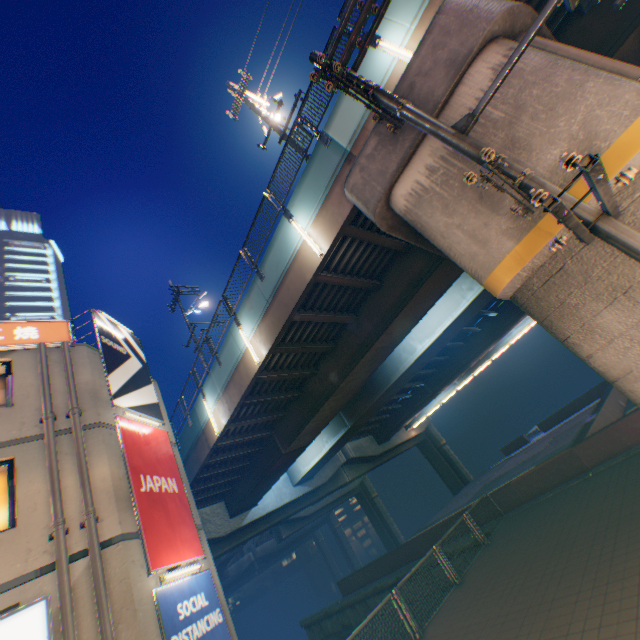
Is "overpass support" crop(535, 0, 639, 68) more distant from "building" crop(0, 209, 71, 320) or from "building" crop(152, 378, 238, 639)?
"building" crop(0, 209, 71, 320)

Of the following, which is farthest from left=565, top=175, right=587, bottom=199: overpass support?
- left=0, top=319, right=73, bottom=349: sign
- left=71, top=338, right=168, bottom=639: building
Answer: left=0, top=319, right=73, bottom=349: sign

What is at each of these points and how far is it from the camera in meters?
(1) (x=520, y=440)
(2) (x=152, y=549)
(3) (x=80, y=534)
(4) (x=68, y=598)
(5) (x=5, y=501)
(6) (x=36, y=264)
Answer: (1) concrete block, 32.9
(2) billboard, 7.9
(3) building, 7.0
(4) pipe, 6.1
(5) window glass, 7.3
(6) building, 46.1

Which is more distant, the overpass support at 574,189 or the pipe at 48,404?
the pipe at 48,404

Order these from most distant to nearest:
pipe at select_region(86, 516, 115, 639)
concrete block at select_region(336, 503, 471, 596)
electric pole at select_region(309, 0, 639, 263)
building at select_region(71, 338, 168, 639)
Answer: concrete block at select_region(336, 503, 471, 596), building at select_region(71, 338, 168, 639), pipe at select_region(86, 516, 115, 639), electric pole at select_region(309, 0, 639, 263)

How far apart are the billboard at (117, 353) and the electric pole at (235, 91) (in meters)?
9.54

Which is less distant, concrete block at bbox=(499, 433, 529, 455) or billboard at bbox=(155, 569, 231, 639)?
billboard at bbox=(155, 569, 231, 639)

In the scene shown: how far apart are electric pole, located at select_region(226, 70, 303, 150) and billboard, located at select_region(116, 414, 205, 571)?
11.3 meters
